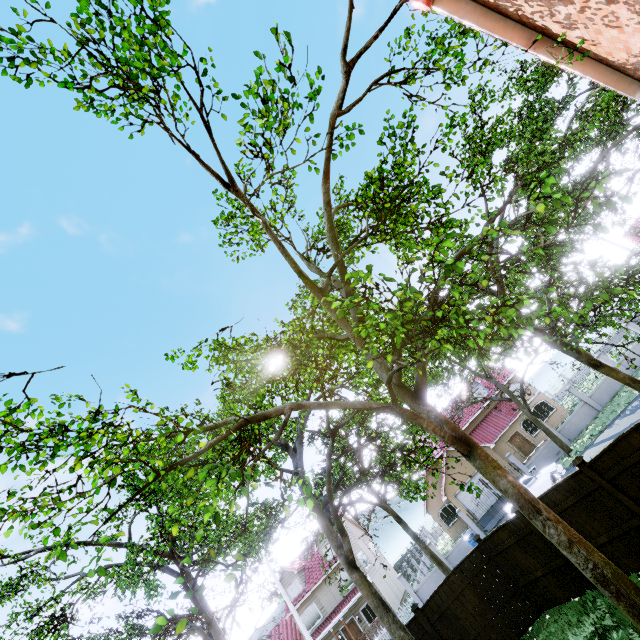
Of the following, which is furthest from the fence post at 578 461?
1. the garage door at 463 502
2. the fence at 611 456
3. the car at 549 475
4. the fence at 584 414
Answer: the garage door at 463 502

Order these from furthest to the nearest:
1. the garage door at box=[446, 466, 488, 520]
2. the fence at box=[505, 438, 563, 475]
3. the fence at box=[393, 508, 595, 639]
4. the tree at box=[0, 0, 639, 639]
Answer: the garage door at box=[446, 466, 488, 520], the fence at box=[505, 438, 563, 475], the fence at box=[393, 508, 595, 639], the tree at box=[0, 0, 639, 639]

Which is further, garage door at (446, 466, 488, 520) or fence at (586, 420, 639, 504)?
garage door at (446, 466, 488, 520)

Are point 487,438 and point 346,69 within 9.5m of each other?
no

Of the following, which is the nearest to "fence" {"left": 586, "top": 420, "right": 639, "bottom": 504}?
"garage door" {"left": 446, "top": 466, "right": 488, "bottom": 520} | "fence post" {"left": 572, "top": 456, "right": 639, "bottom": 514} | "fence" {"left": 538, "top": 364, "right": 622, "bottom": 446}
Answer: "fence post" {"left": 572, "top": 456, "right": 639, "bottom": 514}

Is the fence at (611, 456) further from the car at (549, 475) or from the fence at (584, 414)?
the fence at (584, 414)

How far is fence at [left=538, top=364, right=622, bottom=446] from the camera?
24.7m
